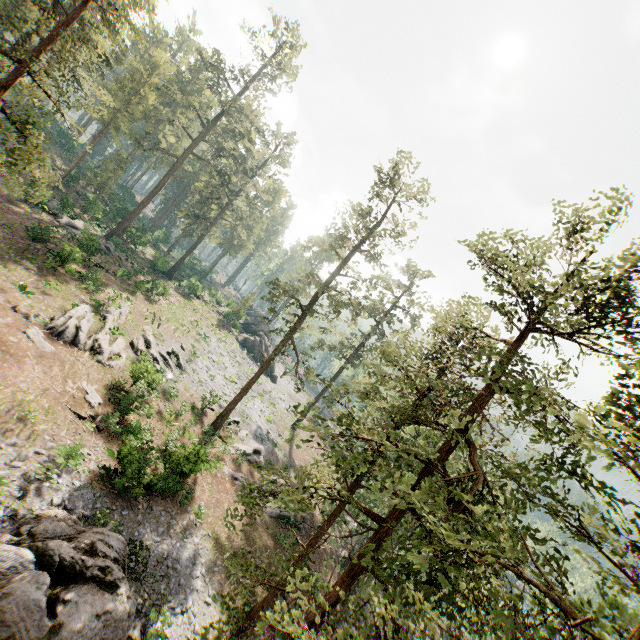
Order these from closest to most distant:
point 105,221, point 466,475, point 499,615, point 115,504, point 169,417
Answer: point 499,615
point 466,475
point 115,504
point 169,417
point 105,221

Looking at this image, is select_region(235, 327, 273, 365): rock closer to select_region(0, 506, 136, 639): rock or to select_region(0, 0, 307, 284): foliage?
select_region(0, 0, 307, 284): foliage

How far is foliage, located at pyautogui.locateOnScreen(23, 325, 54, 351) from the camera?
19.48m

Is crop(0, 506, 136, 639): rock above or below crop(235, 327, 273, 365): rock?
below

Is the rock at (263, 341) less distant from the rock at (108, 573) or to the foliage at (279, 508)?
the foliage at (279, 508)

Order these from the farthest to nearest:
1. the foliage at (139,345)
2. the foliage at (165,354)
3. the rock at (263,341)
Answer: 1. the rock at (263,341)
2. the foliage at (165,354)
3. the foliage at (139,345)

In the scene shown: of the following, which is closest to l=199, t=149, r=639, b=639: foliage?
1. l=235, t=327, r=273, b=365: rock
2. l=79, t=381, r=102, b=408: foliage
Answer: l=235, t=327, r=273, b=365: rock

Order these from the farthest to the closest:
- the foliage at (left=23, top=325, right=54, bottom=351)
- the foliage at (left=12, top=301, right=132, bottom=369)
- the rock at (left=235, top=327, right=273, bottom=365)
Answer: the rock at (left=235, top=327, right=273, bottom=365) < the foliage at (left=12, top=301, right=132, bottom=369) < the foliage at (left=23, top=325, right=54, bottom=351)
